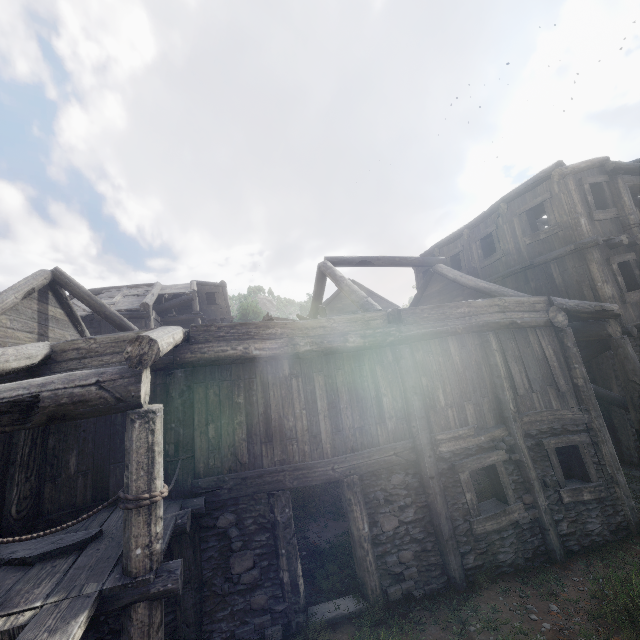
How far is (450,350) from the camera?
7.6 meters
